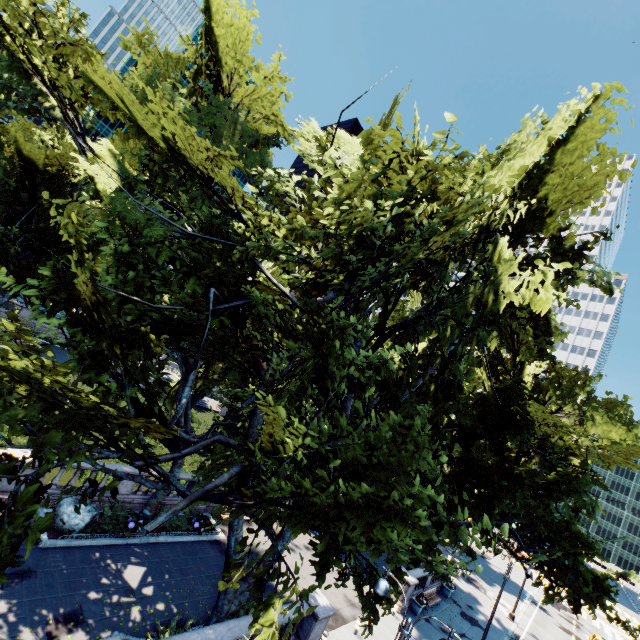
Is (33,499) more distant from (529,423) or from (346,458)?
(529,423)

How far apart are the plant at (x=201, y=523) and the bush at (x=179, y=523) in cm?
1

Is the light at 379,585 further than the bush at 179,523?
No

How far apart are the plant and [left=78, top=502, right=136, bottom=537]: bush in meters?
3.0

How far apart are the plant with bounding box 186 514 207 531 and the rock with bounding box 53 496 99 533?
5.1 meters

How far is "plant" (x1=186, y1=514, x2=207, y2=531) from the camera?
19.0m

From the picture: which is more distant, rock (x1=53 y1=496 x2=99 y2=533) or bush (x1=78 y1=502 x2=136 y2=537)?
bush (x1=78 y1=502 x2=136 y2=537)

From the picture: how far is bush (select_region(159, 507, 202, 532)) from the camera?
18.03m
